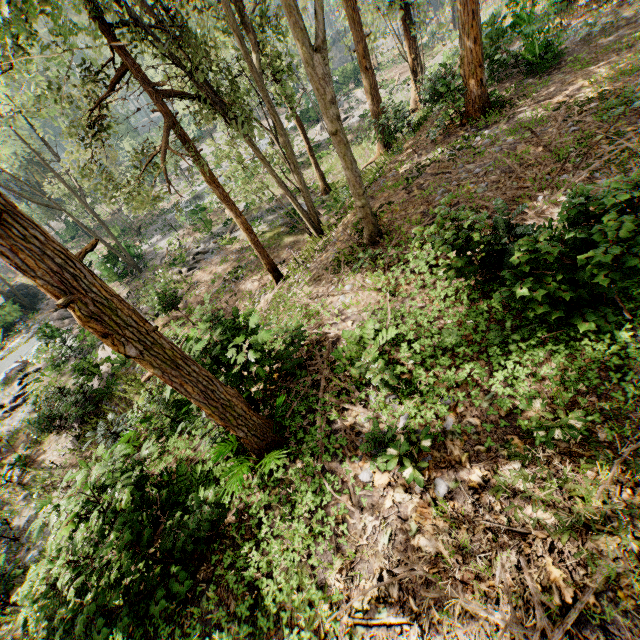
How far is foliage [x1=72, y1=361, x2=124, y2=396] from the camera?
15.1 meters

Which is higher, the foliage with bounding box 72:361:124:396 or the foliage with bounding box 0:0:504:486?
the foliage with bounding box 0:0:504:486

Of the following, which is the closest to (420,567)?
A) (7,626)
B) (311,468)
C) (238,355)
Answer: (311,468)

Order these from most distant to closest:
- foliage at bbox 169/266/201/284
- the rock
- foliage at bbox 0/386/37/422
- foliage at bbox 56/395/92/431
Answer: the rock < foliage at bbox 169/266/201/284 < foliage at bbox 0/386/37/422 < foliage at bbox 56/395/92/431

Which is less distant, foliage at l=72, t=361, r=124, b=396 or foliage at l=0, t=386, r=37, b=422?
foliage at l=72, t=361, r=124, b=396

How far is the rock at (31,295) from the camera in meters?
33.2 m

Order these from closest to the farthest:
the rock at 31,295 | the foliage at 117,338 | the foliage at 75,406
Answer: the foliage at 117,338 → the foliage at 75,406 → the rock at 31,295
